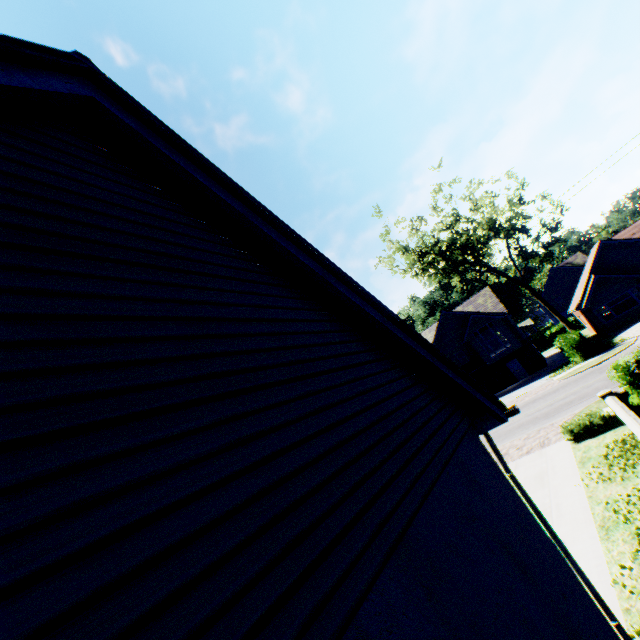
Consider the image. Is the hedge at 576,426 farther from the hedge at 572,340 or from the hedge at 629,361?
the hedge at 572,340

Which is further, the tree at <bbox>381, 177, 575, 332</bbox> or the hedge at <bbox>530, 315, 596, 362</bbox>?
the tree at <bbox>381, 177, 575, 332</bbox>

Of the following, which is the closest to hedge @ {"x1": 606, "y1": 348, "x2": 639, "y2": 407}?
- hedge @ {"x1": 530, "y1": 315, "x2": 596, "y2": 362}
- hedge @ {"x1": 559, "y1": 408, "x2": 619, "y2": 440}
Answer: hedge @ {"x1": 559, "y1": 408, "x2": 619, "y2": 440}

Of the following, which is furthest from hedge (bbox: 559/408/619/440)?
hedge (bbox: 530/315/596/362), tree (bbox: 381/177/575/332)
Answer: tree (bbox: 381/177/575/332)

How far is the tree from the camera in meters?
26.1 m

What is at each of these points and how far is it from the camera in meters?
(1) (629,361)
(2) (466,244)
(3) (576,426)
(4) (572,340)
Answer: (1) hedge, 10.7
(2) tree, 28.8
(3) hedge, 12.0
(4) hedge, 25.2

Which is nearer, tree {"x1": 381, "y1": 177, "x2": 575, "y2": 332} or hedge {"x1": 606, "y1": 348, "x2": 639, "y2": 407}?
hedge {"x1": 606, "y1": 348, "x2": 639, "y2": 407}

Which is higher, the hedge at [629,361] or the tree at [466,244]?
the tree at [466,244]
